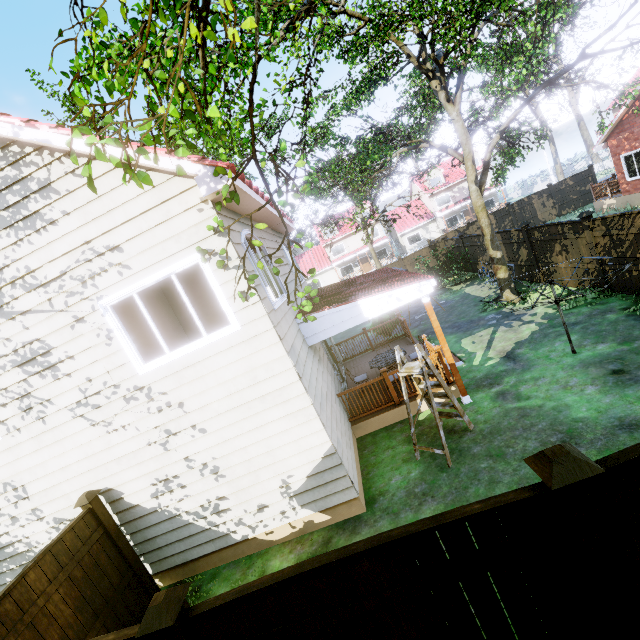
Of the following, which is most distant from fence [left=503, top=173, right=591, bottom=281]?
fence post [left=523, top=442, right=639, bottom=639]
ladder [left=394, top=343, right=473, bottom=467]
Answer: ladder [left=394, top=343, right=473, bottom=467]

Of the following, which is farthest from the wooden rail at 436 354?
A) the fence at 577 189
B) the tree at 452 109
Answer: the fence at 577 189

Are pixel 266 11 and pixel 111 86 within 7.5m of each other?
yes

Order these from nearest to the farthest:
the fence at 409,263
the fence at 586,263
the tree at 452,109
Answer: the tree at 452,109, the fence at 586,263, the fence at 409,263

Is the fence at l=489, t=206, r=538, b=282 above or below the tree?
below

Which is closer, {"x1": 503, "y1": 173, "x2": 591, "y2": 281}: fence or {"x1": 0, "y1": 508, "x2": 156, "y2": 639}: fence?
{"x1": 0, "y1": 508, "x2": 156, "y2": 639}: fence

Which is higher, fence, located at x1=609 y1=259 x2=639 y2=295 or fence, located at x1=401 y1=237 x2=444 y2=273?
fence, located at x1=401 y1=237 x2=444 y2=273

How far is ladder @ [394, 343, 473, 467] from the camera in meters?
6.1 m
